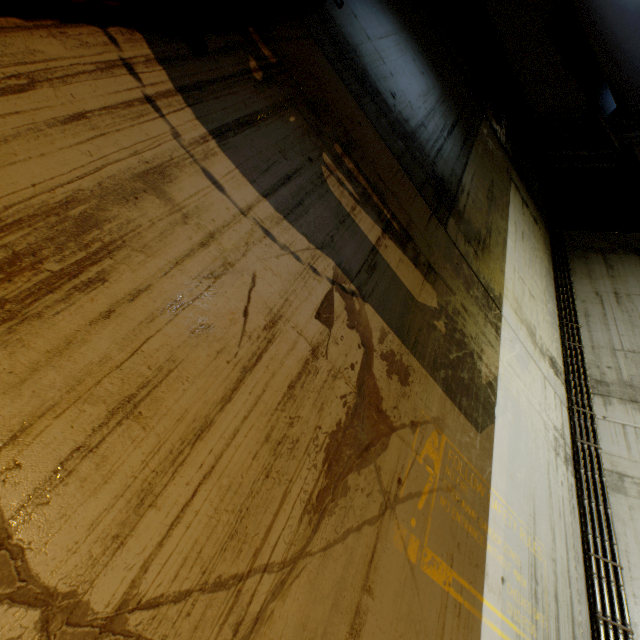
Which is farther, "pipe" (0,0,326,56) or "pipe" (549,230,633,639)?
"pipe" (549,230,633,639)

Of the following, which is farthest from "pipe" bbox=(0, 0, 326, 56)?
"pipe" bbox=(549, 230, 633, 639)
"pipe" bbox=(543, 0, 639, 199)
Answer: "pipe" bbox=(549, 230, 633, 639)

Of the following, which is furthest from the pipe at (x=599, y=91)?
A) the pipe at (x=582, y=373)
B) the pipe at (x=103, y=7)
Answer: the pipe at (x=582, y=373)

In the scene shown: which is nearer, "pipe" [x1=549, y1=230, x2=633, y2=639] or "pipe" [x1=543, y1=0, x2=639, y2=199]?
"pipe" [x1=543, y1=0, x2=639, y2=199]

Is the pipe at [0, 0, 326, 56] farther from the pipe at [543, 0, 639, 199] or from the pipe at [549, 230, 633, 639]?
the pipe at [549, 230, 633, 639]

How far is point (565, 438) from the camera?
4.48m
